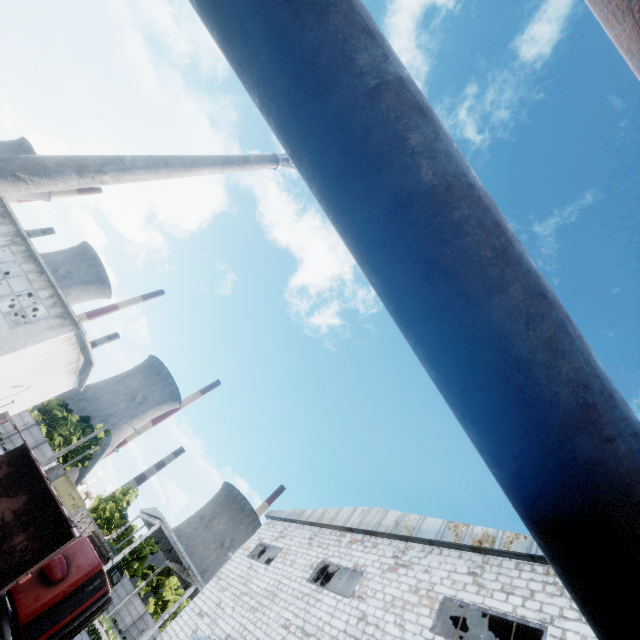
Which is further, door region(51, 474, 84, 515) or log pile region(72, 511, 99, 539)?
door region(51, 474, 84, 515)

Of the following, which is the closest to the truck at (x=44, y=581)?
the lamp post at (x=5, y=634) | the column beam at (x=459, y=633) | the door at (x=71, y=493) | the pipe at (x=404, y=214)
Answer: the lamp post at (x=5, y=634)

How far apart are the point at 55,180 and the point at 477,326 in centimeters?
474cm

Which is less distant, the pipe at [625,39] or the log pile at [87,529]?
the pipe at [625,39]

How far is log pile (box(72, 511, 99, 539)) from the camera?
29.80m

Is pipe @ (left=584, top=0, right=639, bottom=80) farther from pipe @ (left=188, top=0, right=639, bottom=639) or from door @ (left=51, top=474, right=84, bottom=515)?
door @ (left=51, top=474, right=84, bottom=515)

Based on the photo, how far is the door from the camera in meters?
47.6 m

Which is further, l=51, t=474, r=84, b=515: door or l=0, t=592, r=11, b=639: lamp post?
l=51, t=474, r=84, b=515: door
